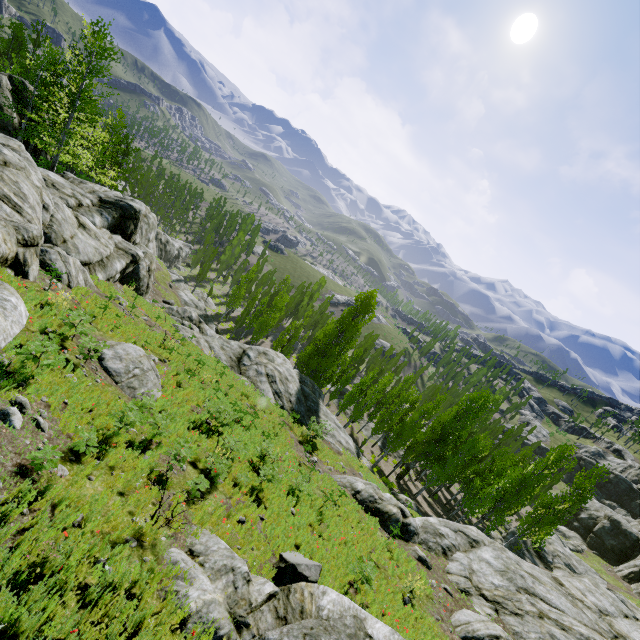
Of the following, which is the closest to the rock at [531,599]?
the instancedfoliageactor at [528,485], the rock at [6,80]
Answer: the rock at [6,80]

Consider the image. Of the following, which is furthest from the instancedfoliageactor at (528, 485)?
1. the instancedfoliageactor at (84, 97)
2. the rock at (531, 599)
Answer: the rock at (531, 599)

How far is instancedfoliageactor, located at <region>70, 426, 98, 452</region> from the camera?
7.26m

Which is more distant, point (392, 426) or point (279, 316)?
point (279, 316)

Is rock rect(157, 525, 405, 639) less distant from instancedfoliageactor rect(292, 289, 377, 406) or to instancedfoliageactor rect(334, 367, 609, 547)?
instancedfoliageactor rect(292, 289, 377, 406)

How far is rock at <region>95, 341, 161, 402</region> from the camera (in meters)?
11.16

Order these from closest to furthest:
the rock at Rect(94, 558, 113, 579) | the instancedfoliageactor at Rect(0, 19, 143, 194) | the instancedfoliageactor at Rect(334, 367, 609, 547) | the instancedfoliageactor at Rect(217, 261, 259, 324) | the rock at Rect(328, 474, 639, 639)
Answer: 1. the rock at Rect(94, 558, 113, 579)
2. the rock at Rect(328, 474, 639, 639)
3. the instancedfoliageactor at Rect(0, 19, 143, 194)
4. the instancedfoliageactor at Rect(334, 367, 609, 547)
5. the instancedfoliageactor at Rect(217, 261, 259, 324)
